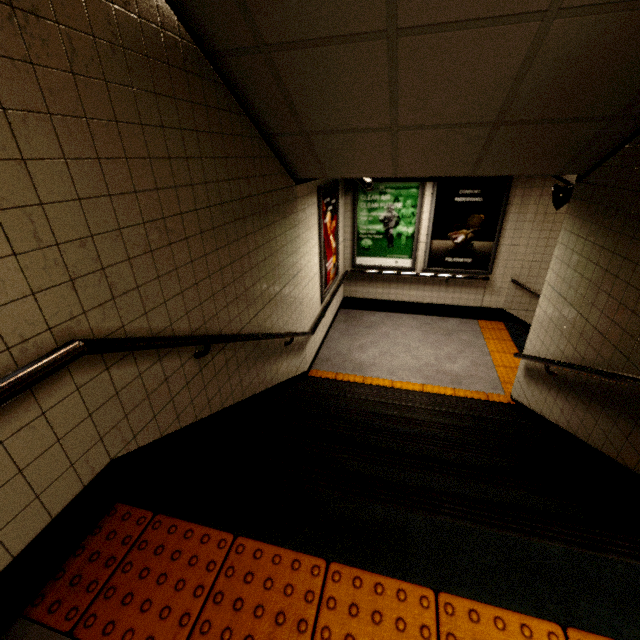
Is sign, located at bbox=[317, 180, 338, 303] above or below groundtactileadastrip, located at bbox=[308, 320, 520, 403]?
above

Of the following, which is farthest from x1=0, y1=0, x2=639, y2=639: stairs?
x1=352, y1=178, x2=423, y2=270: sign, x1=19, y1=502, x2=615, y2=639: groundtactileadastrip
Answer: x1=352, y1=178, x2=423, y2=270: sign

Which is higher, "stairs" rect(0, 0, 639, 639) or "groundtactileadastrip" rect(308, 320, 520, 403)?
"stairs" rect(0, 0, 639, 639)

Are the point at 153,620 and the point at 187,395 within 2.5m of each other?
yes

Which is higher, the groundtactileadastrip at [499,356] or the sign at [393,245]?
the sign at [393,245]

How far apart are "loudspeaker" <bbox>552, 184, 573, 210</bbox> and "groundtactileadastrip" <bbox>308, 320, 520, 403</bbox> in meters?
2.6 m

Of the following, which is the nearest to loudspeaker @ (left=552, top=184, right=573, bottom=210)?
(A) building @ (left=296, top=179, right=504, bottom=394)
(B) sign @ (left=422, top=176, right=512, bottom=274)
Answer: (A) building @ (left=296, top=179, right=504, bottom=394)

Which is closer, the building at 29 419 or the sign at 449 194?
the building at 29 419
